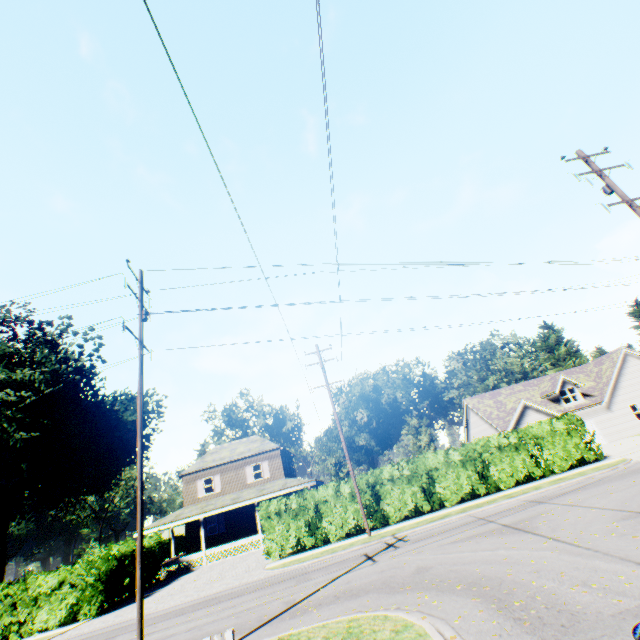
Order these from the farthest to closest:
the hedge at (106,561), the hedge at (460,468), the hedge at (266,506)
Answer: the hedge at (460,468)
the hedge at (266,506)
the hedge at (106,561)

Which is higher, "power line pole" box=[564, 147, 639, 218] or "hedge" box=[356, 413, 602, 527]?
"power line pole" box=[564, 147, 639, 218]

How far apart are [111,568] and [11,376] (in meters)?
31.38

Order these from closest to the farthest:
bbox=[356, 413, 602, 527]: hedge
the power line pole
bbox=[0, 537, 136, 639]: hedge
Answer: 1. the power line pole
2. bbox=[0, 537, 136, 639]: hedge
3. bbox=[356, 413, 602, 527]: hedge

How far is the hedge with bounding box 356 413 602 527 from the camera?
19.81m

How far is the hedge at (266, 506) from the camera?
19.2m
